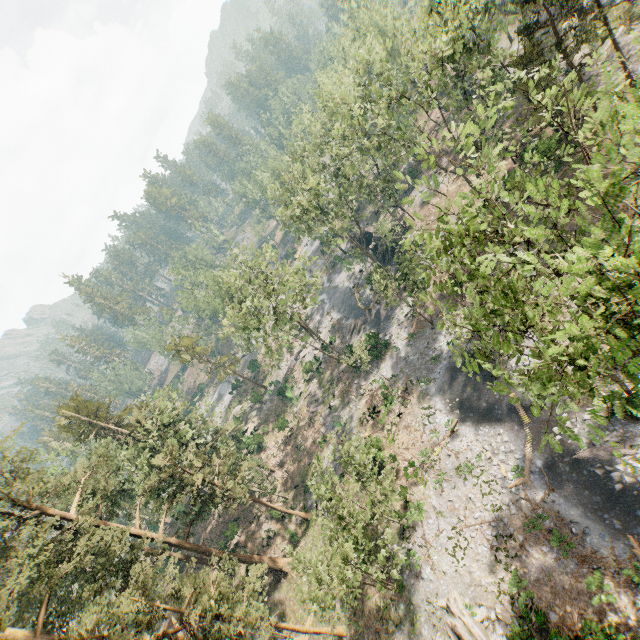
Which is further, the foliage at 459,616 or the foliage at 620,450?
the foliage at 459,616

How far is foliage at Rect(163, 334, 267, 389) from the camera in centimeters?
4938cm

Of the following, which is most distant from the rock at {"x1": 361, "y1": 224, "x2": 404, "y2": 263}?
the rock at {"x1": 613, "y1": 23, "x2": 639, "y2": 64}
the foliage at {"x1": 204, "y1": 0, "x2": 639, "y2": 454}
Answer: the rock at {"x1": 613, "y1": 23, "x2": 639, "y2": 64}

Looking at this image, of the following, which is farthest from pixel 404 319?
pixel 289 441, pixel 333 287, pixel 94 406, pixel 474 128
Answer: pixel 94 406

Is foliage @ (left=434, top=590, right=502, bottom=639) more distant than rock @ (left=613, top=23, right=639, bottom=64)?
No

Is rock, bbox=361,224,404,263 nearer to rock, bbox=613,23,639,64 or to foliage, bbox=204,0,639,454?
foliage, bbox=204,0,639,454

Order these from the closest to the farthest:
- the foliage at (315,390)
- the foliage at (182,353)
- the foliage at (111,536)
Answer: the foliage at (111,536)
the foliage at (315,390)
the foliage at (182,353)
